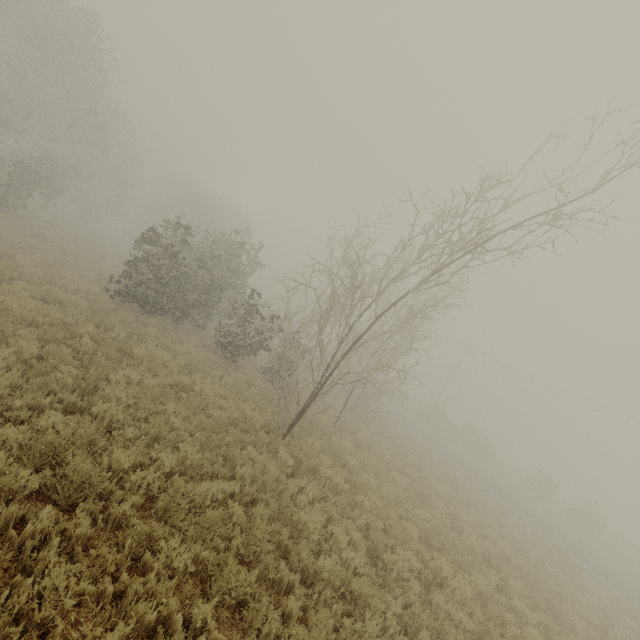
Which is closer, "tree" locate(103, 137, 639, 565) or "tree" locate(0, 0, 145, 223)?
"tree" locate(103, 137, 639, 565)

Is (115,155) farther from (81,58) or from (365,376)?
(365,376)

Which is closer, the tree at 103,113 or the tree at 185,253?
the tree at 185,253
